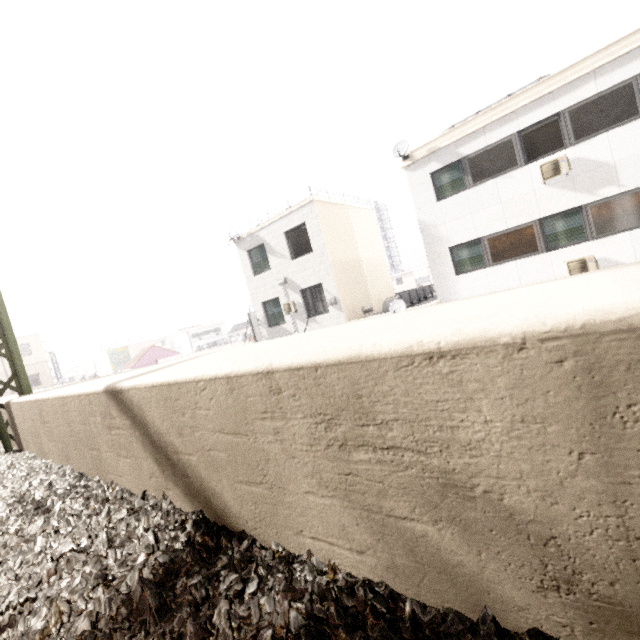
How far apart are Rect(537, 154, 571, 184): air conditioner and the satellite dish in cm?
451

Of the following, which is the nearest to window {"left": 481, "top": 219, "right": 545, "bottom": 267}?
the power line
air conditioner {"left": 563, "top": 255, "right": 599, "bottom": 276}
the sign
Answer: air conditioner {"left": 563, "top": 255, "right": 599, "bottom": 276}

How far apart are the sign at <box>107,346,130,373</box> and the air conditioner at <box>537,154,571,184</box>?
47.2m

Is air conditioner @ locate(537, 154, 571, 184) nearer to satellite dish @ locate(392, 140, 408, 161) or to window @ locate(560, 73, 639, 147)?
window @ locate(560, 73, 639, 147)

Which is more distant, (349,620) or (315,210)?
(315,210)

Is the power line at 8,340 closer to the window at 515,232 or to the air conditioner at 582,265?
the window at 515,232

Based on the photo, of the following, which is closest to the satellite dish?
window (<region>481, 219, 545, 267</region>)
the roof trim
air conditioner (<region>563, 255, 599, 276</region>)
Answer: the roof trim

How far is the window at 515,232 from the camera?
10.96m
